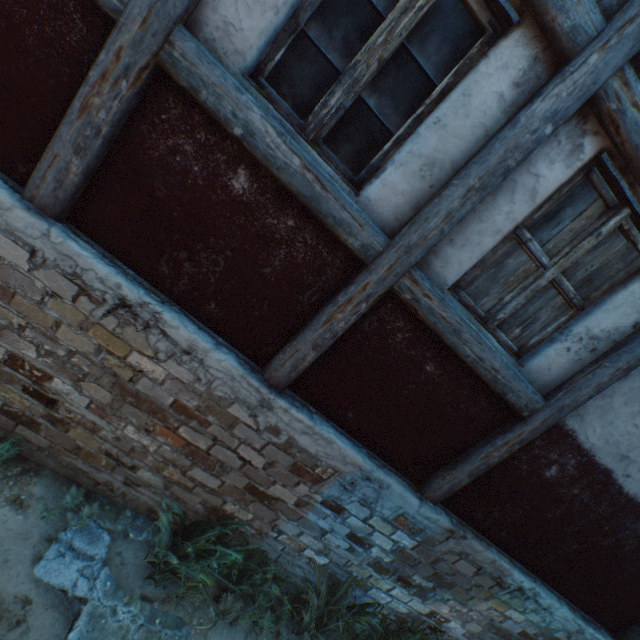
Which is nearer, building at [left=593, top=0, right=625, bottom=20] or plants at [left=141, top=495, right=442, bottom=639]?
building at [left=593, top=0, right=625, bottom=20]

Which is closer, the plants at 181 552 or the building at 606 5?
the building at 606 5

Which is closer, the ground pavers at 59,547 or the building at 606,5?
the building at 606,5

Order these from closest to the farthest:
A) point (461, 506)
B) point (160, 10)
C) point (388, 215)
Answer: point (160, 10)
point (388, 215)
point (461, 506)

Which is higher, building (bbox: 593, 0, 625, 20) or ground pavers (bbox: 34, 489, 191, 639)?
building (bbox: 593, 0, 625, 20)

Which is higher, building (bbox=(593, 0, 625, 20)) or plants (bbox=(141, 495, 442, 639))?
building (bbox=(593, 0, 625, 20))

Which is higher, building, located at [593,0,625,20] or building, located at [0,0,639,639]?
building, located at [593,0,625,20]
